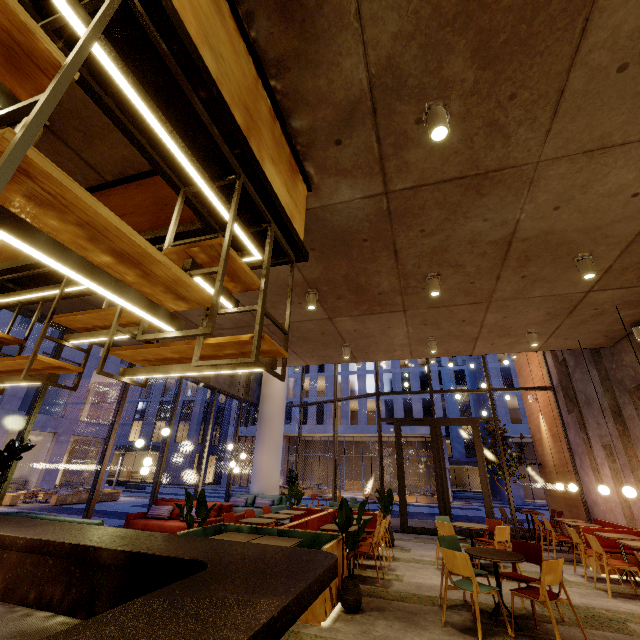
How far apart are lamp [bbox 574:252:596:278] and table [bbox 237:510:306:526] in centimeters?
722cm

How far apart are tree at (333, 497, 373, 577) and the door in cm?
680

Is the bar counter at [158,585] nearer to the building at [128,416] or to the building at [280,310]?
Answer: the building at [280,310]

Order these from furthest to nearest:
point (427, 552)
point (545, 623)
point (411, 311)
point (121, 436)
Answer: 1. point (121, 436)
2. point (427, 552)
3. point (411, 311)
4. point (545, 623)

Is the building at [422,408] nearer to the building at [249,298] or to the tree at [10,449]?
the building at [249,298]

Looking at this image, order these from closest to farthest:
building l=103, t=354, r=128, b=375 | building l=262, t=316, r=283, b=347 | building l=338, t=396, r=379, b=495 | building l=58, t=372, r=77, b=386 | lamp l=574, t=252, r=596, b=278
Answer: lamp l=574, t=252, r=596, b=278
building l=262, t=316, r=283, b=347
building l=58, t=372, r=77, b=386
building l=103, t=354, r=128, b=375
building l=338, t=396, r=379, b=495

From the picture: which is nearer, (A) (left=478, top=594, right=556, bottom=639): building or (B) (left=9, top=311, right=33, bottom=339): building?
(A) (left=478, top=594, right=556, bottom=639): building

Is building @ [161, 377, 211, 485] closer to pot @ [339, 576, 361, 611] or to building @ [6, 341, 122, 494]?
building @ [6, 341, 122, 494]
